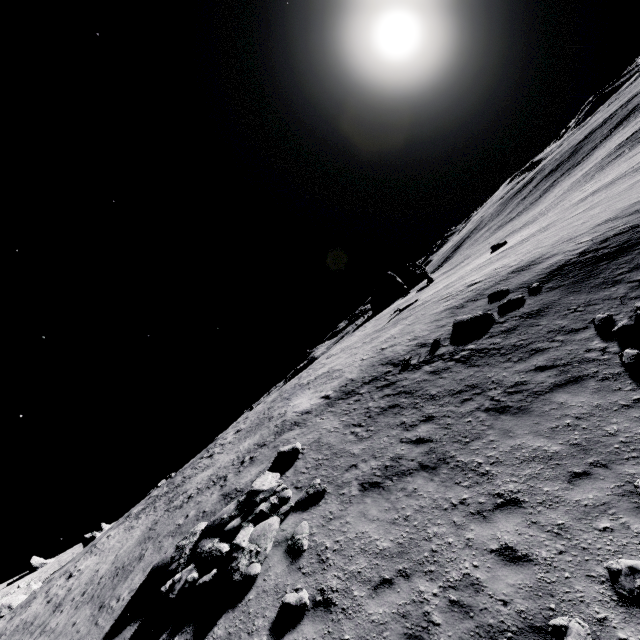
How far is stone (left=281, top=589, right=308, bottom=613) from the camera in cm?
656

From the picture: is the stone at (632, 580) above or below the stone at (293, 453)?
below

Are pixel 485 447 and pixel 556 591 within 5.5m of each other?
yes

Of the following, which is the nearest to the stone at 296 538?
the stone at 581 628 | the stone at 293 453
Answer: the stone at 293 453

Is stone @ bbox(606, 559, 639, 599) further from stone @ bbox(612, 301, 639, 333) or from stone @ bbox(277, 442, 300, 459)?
stone @ bbox(277, 442, 300, 459)

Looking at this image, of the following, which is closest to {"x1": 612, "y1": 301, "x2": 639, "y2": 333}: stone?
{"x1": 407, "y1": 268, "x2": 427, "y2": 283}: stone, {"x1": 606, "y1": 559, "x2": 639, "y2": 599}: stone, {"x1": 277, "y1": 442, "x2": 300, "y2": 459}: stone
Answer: {"x1": 606, "y1": 559, "x2": 639, "y2": 599}: stone

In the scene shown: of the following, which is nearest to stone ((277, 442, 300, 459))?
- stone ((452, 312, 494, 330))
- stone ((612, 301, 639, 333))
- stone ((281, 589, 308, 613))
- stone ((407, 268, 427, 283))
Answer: stone ((281, 589, 308, 613))

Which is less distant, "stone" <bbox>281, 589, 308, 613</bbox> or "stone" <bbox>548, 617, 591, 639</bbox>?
"stone" <bbox>548, 617, 591, 639</bbox>
